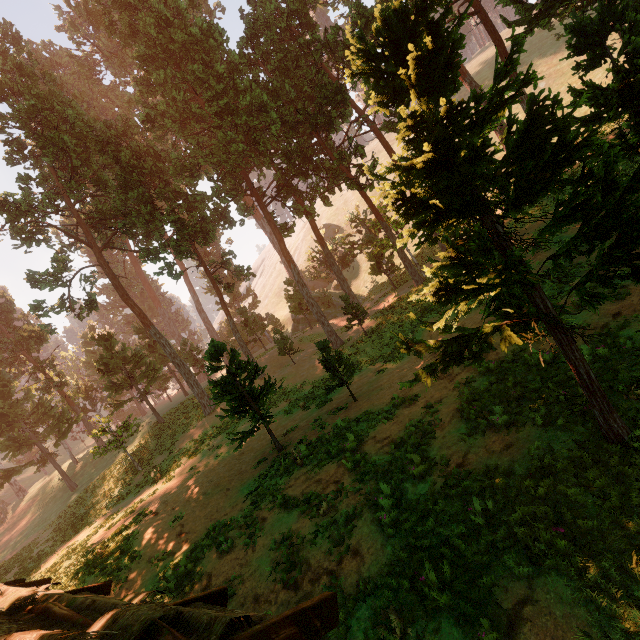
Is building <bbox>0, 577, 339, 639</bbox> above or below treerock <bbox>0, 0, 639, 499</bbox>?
below

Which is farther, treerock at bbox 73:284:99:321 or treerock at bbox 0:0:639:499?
treerock at bbox 73:284:99:321

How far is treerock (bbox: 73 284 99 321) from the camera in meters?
26.2

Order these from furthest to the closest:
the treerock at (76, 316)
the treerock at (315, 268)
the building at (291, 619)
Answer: the treerock at (76, 316), the treerock at (315, 268), the building at (291, 619)

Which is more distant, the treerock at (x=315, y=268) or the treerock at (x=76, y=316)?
the treerock at (x=76, y=316)

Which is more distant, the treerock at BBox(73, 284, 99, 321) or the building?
the treerock at BBox(73, 284, 99, 321)

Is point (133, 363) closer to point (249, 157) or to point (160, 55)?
point (249, 157)
